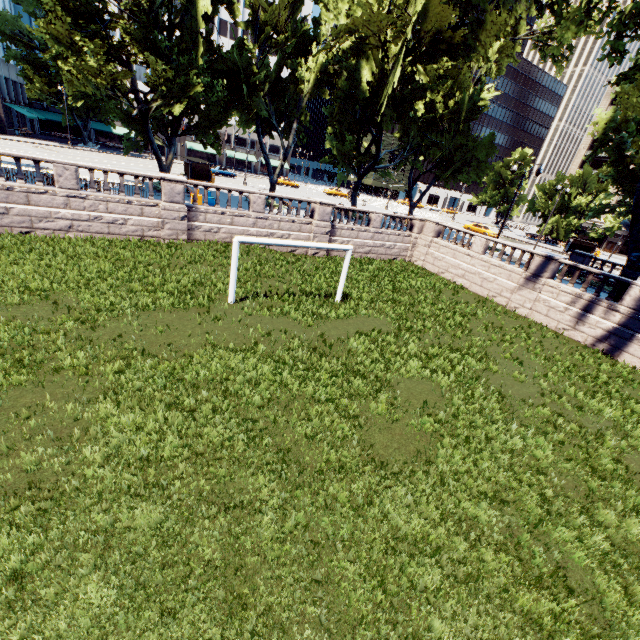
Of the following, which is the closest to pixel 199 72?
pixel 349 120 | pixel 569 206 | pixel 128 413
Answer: pixel 349 120

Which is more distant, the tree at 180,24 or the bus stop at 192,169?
the bus stop at 192,169

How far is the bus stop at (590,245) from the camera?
45.2 meters

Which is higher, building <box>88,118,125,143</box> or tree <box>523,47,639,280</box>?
tree <box>523,47,639,280</box>

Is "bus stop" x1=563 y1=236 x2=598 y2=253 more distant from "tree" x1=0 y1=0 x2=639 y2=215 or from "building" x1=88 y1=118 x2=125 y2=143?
"building" x1=88 y1=118 x2=125 y2=143

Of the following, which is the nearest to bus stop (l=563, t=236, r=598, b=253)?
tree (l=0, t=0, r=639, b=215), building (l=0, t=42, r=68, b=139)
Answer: tree (l=0, t=0, r=639, b=215)

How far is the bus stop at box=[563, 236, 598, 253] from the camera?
45.2 meters
